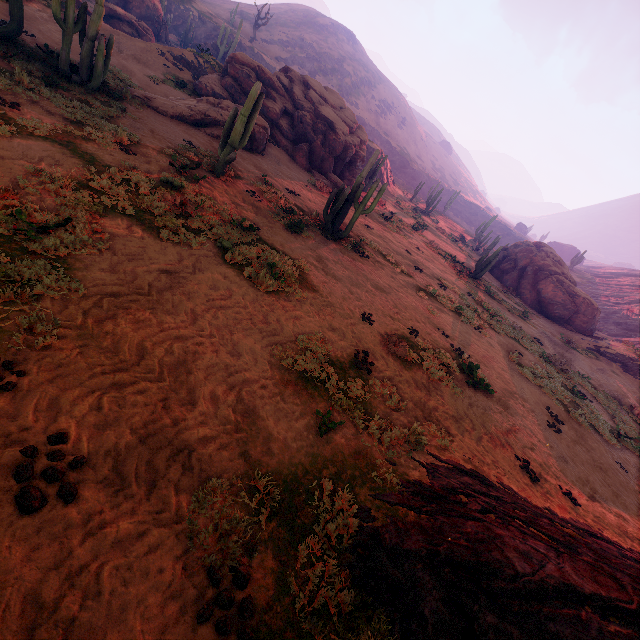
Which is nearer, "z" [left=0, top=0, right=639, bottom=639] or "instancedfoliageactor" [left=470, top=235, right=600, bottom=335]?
"z" [left=0, top=0, right=639, bottom=639]

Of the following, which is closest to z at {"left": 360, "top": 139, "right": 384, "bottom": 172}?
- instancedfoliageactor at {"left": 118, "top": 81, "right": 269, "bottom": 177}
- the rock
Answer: instancedfoliageactor at {"left": 118, "top": 81, "right": 269, "bottom": 177}

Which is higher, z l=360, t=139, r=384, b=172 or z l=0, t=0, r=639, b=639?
z l=360, t=139, r=384, b=172

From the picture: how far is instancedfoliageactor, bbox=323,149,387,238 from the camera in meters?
13.4

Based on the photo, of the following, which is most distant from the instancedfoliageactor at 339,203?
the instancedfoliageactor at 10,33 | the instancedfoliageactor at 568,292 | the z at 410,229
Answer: the instancedfoliageactor at 568,292

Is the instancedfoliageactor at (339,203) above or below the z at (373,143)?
below

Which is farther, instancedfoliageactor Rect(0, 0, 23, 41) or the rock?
the rock

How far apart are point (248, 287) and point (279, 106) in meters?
19.8 m
